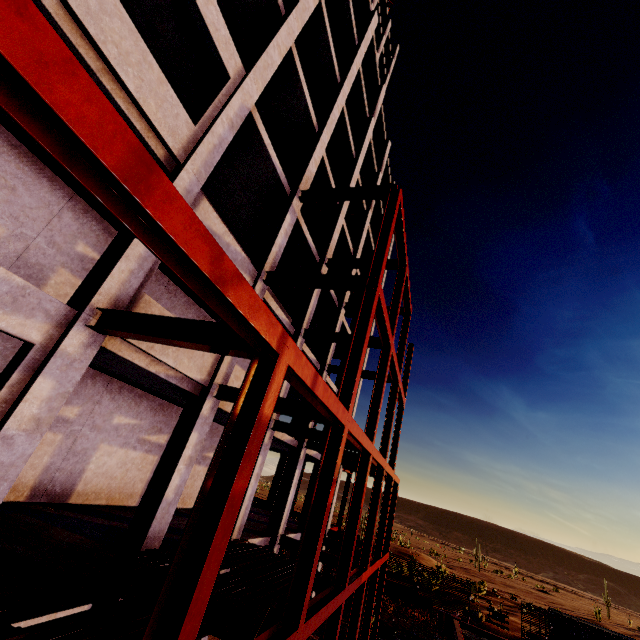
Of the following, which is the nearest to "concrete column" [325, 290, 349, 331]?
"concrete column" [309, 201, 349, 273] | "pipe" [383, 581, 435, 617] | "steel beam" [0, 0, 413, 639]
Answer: "steel beam" [0, 0, 413, 639]

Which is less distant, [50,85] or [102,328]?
[50,85]

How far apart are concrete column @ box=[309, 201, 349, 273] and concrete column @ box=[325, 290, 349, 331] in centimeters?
318cm

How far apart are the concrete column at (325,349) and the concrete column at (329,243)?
3.2m

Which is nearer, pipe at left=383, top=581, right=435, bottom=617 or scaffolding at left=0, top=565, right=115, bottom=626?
scaffolding at left=0, top=565, right=115, bottom=626

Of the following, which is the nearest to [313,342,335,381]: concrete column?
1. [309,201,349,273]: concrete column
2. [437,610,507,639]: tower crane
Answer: [309,201,349,273]: concrete column

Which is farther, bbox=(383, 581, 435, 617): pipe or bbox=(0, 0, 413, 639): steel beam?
bbox=(383, 581, 435, 617): pipe
